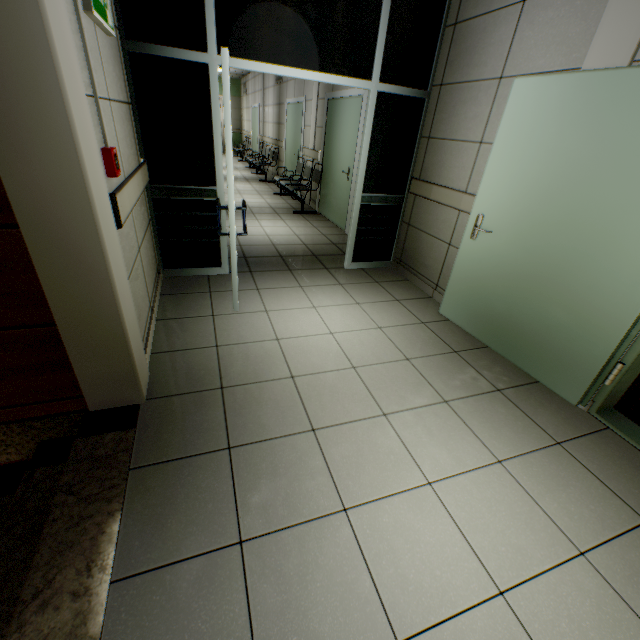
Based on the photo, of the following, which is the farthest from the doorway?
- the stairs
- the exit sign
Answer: the stairs

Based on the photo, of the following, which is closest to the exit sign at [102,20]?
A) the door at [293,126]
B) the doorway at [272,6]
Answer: the doorway at [272,6]

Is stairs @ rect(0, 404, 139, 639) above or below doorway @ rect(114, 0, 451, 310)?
below

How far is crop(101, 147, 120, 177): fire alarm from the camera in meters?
1.7 m

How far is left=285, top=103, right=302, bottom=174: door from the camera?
7.8m

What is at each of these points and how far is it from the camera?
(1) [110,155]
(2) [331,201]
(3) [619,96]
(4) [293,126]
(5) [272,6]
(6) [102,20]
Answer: (1) fire alarm, 1.7m
(2) door, 6.4m
(3) door, 1.9m
(4) door, 8.3m
(5) doorway, 2.8m
(6) exit sign, 1.8m

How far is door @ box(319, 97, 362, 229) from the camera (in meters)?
5.27

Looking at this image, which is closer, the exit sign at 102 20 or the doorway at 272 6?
the exit sign at 102 20
